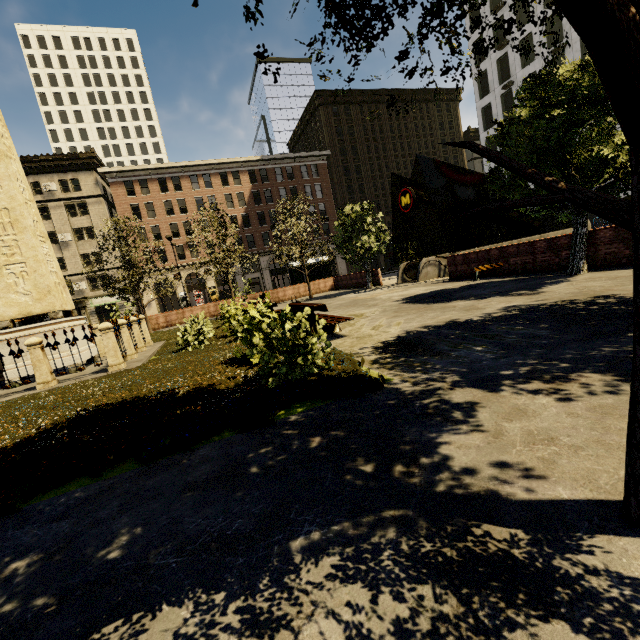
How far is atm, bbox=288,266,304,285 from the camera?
29.38m

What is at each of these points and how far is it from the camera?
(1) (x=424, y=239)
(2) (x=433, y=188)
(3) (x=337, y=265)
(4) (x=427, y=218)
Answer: (1) building, 57.31m
(2) building, 56.94m
(3) building, 51.38m
(4) building, 56.66m

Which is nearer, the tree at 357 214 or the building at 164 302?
the tree at 357 214

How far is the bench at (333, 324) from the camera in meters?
7.4

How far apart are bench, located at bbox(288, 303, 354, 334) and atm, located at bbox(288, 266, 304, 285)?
19.71m

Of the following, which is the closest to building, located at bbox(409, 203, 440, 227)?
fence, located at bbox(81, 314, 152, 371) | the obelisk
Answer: fence, located at bbox(81, 314, 152, 371)

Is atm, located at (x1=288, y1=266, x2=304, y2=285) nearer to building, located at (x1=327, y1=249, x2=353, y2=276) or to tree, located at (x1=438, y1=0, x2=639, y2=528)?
tree, located at (x1=438, y1=0, x2=639, y2=528)

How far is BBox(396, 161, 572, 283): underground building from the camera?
17.66m
